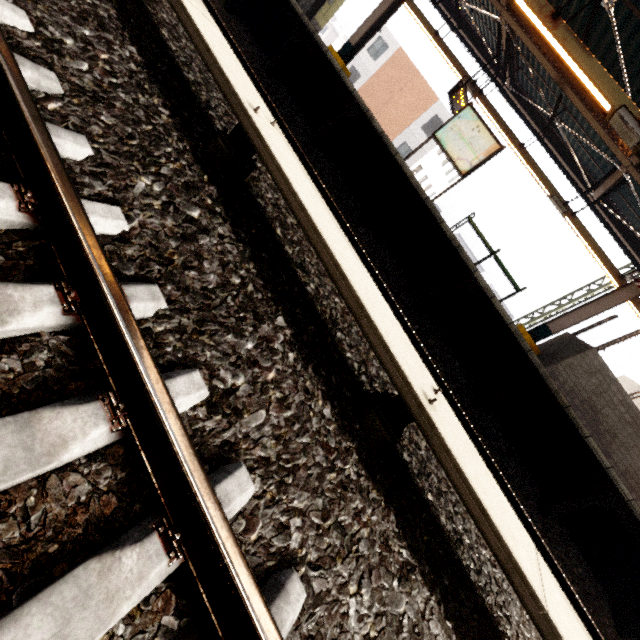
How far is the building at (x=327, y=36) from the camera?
54.6 meters

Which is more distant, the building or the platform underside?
the building

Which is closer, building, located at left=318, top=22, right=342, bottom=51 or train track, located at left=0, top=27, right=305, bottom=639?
train track, located at left=0, top=27, right=305, bottom=639

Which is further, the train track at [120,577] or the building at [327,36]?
the building at [327,36]

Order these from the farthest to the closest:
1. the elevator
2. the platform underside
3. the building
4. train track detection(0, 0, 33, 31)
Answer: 1. the building
2. the elevator
3. the platform underside
4. train track detection(0, 0, 33, 31)

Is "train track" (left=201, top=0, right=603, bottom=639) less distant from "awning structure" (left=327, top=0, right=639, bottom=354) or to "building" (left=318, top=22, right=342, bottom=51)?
"awning structure" (left=327, top=0, right=639, bottom=354)

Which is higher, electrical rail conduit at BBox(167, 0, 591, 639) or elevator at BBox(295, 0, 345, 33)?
elevator at BBox(295, 0, 345, 33)

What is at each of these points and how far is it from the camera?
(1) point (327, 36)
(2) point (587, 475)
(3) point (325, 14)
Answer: (1) building, 55.1m
(2) platform underside, 5.3m
(3) elevator, 10.8m
